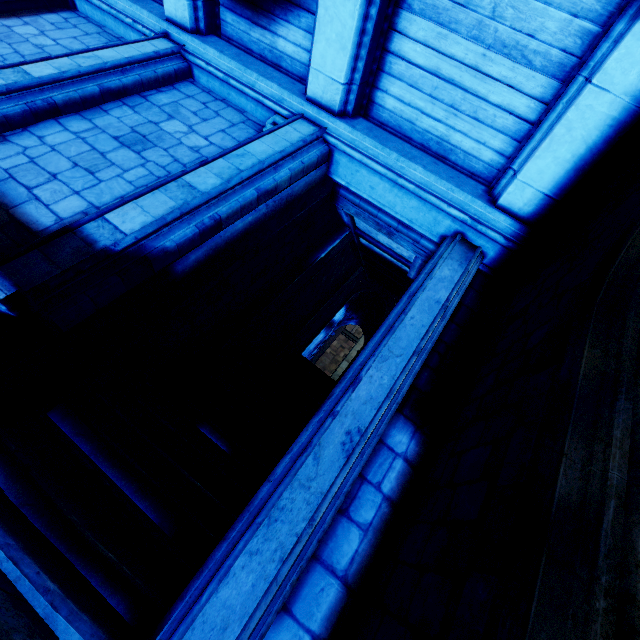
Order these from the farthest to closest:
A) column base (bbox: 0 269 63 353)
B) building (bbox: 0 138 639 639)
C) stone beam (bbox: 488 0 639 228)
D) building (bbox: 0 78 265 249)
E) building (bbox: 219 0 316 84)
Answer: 1. building (bbox: 219 0 316 84)
2. building (bbox: 0 78 265 249)
3. stone beam (bbox: 488 0 639 228)
4. column base (bbox: 0 269 63 353)
5. building (bbox: 0 138 639 639)

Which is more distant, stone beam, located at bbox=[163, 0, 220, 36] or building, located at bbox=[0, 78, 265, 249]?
stone beam, located at bbox=[163, 0, 220, 36]

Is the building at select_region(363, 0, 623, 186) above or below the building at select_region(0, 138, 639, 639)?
above

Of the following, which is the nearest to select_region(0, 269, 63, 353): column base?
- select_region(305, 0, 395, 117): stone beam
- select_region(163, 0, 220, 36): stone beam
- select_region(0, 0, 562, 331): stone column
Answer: select_region(0, 0, 562, 331): stone column

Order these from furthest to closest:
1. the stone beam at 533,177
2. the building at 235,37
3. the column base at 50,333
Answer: the building at 235,37 < the stone beam at 533,177 < the column base at 50,333

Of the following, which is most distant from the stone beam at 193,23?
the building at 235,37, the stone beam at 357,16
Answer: the stone beam at 357,16

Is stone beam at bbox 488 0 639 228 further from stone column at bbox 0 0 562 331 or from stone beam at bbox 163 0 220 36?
stone beam at bbox 163 0 220 36

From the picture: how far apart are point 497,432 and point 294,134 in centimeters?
464cm
